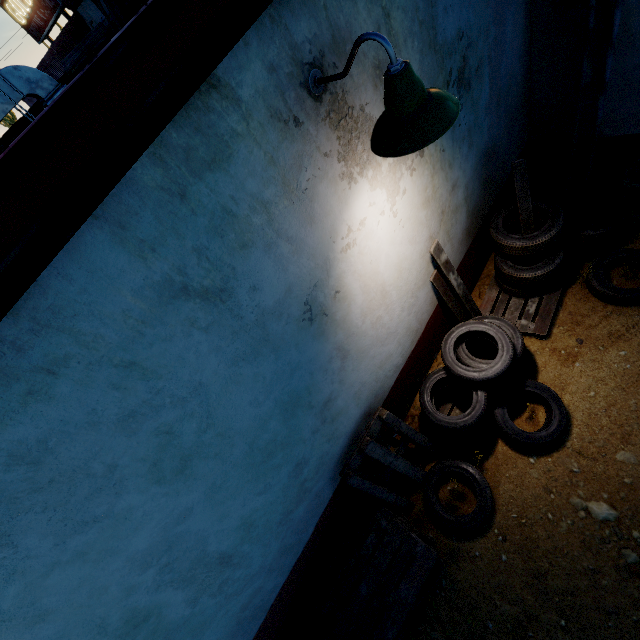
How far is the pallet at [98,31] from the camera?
6.40m

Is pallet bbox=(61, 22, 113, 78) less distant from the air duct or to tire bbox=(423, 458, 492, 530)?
the air duct

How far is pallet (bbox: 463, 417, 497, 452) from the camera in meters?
3.5 m

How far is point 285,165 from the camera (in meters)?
1.77

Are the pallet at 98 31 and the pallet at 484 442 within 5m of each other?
no

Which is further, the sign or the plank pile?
the sign

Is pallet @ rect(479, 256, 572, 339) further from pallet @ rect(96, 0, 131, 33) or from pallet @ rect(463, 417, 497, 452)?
pallet @ rect(96, 0, 131, 33)

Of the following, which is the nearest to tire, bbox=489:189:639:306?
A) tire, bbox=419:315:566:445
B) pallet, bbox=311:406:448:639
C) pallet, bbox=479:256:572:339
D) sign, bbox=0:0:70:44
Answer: pallet, bbox=479:256:572:339
